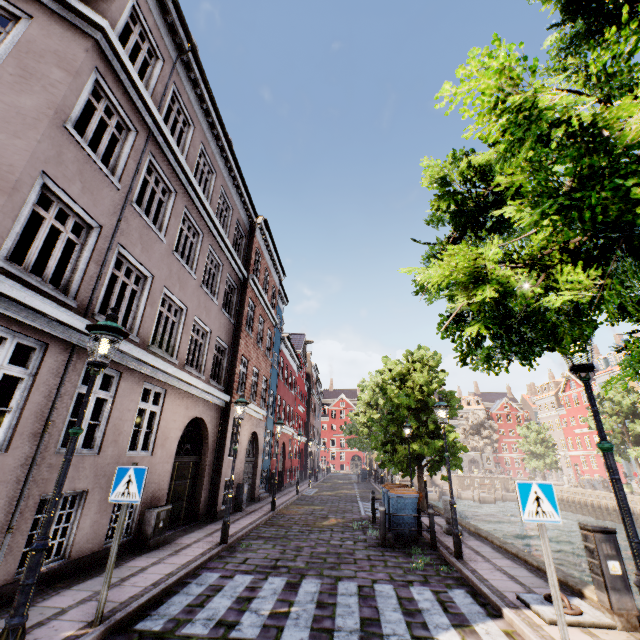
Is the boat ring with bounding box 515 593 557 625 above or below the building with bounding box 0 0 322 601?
below

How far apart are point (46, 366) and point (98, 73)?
6.2 meters

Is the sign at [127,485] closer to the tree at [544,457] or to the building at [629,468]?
the building at [629,468]

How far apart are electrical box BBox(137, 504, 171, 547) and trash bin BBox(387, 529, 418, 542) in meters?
6.3 m

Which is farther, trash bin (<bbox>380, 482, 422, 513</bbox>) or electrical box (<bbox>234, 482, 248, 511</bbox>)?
electrical box (<bbox>234, 482, 248, 511</bbox>)

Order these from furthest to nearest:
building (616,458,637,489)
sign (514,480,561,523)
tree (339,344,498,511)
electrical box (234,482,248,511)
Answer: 1. building (616,458,637,489)
2. tree (339,344,498,511)
3. electrical box (234,482,248,511)
4. sign (514,480,561,523)

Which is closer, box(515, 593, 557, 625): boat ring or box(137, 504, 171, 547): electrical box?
box(515, 593, 557, 625): boat ring

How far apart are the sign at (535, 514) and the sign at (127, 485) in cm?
537
